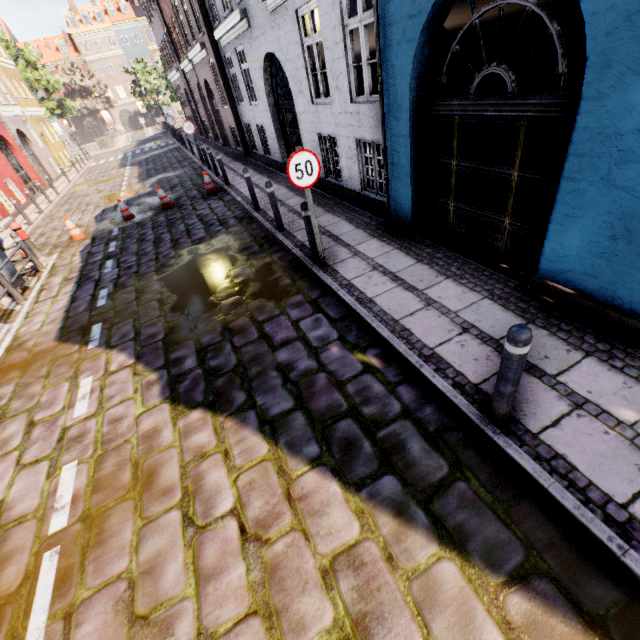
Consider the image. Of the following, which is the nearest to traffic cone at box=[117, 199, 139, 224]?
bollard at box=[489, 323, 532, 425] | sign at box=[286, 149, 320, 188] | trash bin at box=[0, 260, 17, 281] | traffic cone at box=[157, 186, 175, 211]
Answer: traffic cone at box=[157, 186, 175, 211]

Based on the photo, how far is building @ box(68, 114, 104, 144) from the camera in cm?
5397

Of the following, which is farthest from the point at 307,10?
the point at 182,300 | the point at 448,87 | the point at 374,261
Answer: the point at 182,300

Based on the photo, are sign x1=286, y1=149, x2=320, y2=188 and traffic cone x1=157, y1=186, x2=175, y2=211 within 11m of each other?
yes

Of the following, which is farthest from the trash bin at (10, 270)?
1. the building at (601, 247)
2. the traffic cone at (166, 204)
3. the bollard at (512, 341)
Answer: the bollard at (512, 341)

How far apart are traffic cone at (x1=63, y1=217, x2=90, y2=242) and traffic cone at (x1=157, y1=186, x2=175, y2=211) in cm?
237

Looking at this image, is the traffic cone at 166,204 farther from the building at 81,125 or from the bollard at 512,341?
the bollard at 512,341

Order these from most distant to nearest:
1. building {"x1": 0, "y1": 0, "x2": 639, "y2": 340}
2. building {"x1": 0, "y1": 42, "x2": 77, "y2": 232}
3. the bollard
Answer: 1. building {"x1": 0, "y1": 42, "x2": 77, "y2": 232}
2. building {"x1": 0, "y1": 0, "x2": 639, "y2": 340}
3. the bollard
